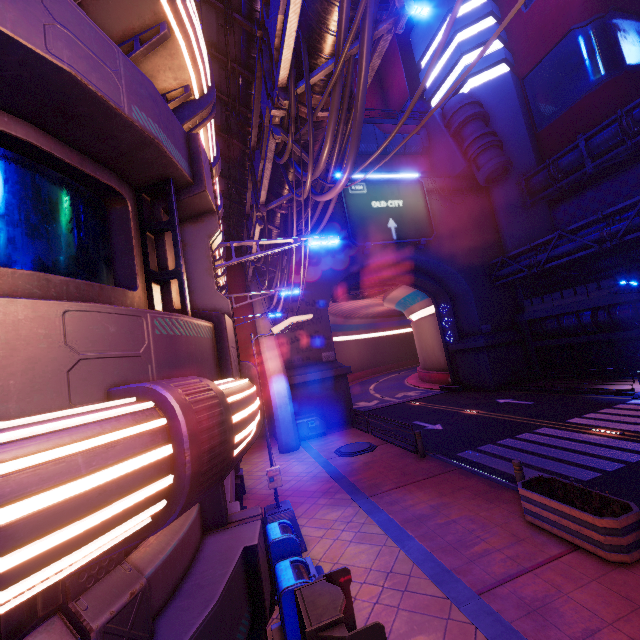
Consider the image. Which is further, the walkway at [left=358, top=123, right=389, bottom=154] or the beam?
the walkway at [left=358, top=123, right=389, bottom=154]

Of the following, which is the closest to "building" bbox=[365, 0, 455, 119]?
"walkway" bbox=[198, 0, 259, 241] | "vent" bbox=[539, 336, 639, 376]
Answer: "vent" bbox=[539, 336, 639, 376]

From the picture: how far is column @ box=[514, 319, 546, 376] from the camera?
26.8m

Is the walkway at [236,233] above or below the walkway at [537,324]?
above

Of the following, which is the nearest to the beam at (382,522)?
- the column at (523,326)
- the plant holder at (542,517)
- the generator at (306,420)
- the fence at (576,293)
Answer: the generator at (306,420)

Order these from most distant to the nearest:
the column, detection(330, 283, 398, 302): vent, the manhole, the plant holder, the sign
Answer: detection(330, 283, 398, 302): vent
the column
the sign
the manhole
the plant holder

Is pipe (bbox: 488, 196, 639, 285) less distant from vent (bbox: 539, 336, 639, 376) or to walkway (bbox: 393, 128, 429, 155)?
vent (bbox: 539, 336, 639, 376)

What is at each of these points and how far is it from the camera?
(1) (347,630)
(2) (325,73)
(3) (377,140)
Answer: (1) atm, 4.3 meters
(2) pipe, 6.6 meters
(3) walkway, 29.5 meters
